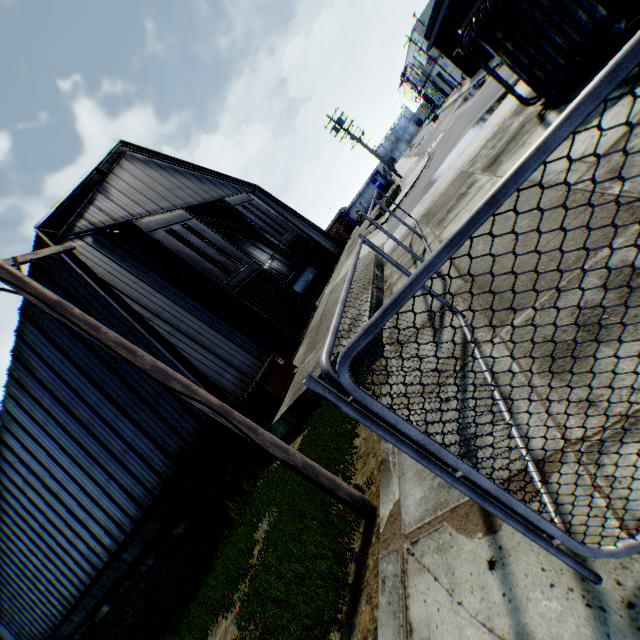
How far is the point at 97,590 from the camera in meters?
20.4

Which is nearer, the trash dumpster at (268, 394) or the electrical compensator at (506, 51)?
the electrical compensator at (506, 51)

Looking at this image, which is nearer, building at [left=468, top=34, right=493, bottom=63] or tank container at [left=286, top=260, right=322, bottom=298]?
building at [left=468, top=34, right=493, bottom=63]

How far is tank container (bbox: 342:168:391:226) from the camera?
41.12m

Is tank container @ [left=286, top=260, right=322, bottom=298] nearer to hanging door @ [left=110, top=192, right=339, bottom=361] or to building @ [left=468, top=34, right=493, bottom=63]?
hanging door @ [left=110, top=192, right=339, bottom=361]

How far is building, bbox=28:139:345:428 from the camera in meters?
11.9

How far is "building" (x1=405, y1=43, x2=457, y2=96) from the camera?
50.3 meters

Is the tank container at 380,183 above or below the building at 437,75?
below
